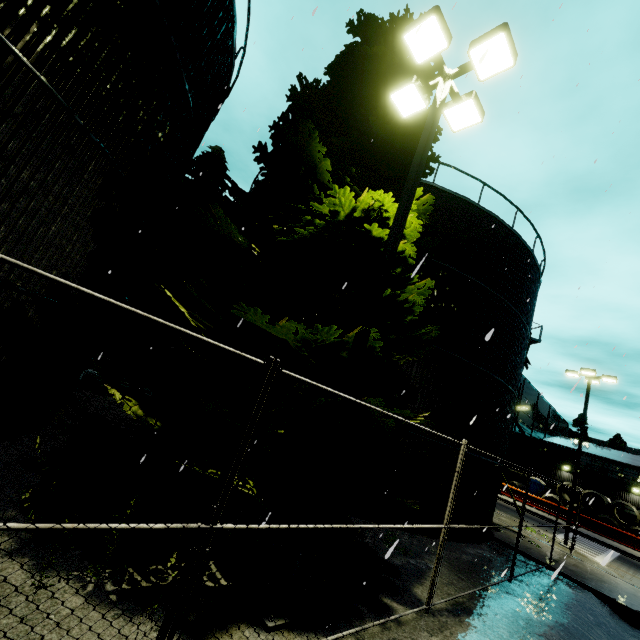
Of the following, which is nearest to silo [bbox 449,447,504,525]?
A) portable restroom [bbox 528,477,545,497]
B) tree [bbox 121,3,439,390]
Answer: tree [bbox 121,3,439,390]

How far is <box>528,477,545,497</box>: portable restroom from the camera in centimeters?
3662cm

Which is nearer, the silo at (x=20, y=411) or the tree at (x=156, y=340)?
the tree at (x=156, y=340)

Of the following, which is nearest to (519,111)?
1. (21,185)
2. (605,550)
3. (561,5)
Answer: (561,5)

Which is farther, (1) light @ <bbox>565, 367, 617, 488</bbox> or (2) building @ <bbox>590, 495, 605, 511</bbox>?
(2) building @ <bbox>590, 495, 605, 511</bbox>

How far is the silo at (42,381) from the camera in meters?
6.9

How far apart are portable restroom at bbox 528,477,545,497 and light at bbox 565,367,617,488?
22.7m

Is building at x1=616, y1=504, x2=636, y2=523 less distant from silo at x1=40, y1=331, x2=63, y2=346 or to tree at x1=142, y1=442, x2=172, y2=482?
silo at x1=40, y1=331, x2=63, y2=346
